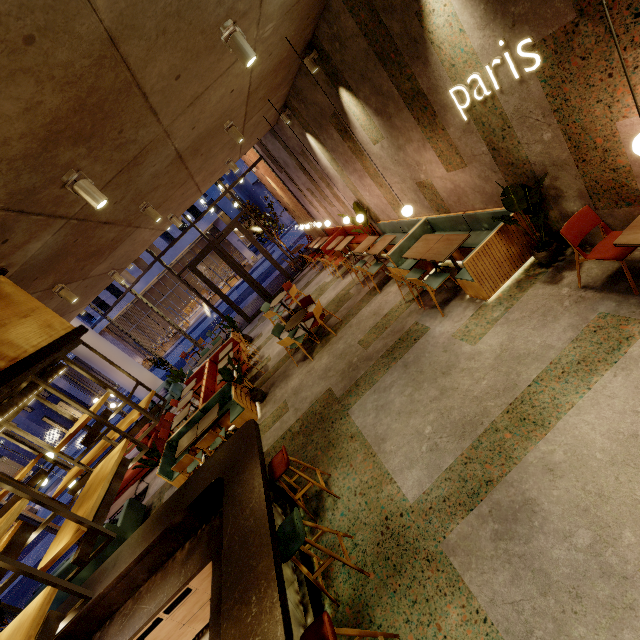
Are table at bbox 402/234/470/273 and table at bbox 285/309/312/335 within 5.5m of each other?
yes

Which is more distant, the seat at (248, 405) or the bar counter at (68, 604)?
the seat at (248, 405)

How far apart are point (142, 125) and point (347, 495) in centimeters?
488cm

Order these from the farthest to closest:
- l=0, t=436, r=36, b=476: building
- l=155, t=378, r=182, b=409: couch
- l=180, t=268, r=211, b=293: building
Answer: l=180, t=268, r=211, b=293: building, l=0, t=436, r=36, b=476: building, l=155, t=378, r=182, b=409: couch

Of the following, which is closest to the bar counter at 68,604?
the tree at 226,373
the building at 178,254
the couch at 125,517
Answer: the couch at 125,517

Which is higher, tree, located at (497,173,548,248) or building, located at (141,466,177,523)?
tree, located at (497,173,548,248)

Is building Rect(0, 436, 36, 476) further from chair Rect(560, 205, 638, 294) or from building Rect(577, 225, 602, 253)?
chair Rect(560, 205, 638, 294)

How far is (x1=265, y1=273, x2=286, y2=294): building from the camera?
16.0 meters
